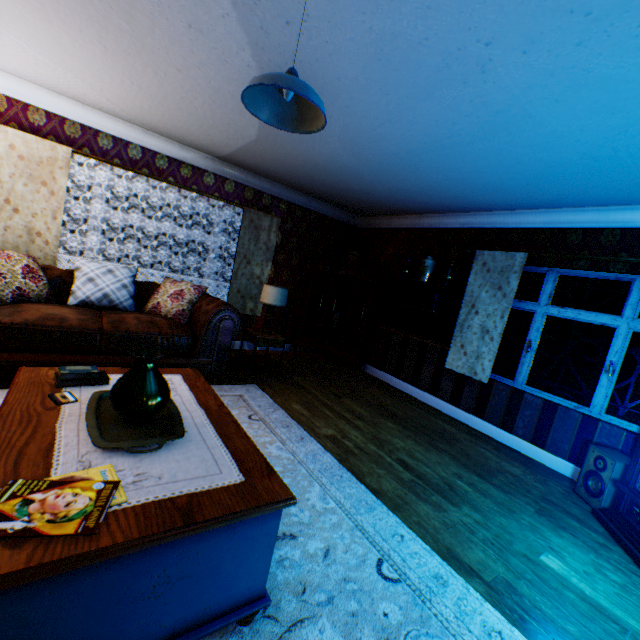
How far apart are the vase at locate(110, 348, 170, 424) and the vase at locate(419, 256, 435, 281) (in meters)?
4.64

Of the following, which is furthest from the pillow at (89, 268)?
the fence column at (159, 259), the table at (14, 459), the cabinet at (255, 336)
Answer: the fence column at (159, 259)

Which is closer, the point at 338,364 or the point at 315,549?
the point at 315,549

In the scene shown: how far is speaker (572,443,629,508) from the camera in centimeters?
313cm

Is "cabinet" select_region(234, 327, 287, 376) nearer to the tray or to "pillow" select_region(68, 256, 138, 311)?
"pillow" select_region(68, 256, 138, 311)

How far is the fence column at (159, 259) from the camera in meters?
11.8 m

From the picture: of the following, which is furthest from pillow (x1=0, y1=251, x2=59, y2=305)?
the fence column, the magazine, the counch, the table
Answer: the fence column

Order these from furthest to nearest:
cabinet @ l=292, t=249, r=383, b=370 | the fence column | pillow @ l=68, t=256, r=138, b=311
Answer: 1. the fence column
2. cabinet @ l=292, t=249, r=383, b=370
3. pillow @ l=68, t=256, r=138, b=311
